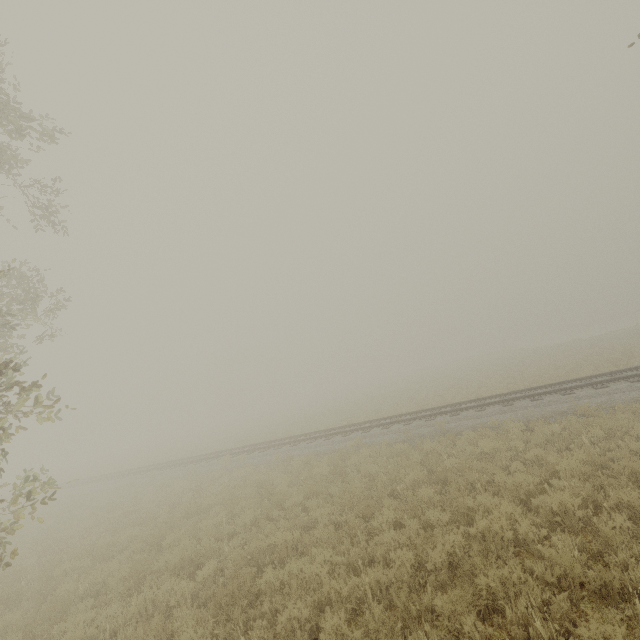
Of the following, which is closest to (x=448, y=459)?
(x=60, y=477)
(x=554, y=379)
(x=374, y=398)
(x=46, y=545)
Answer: (x=554, y=379)
